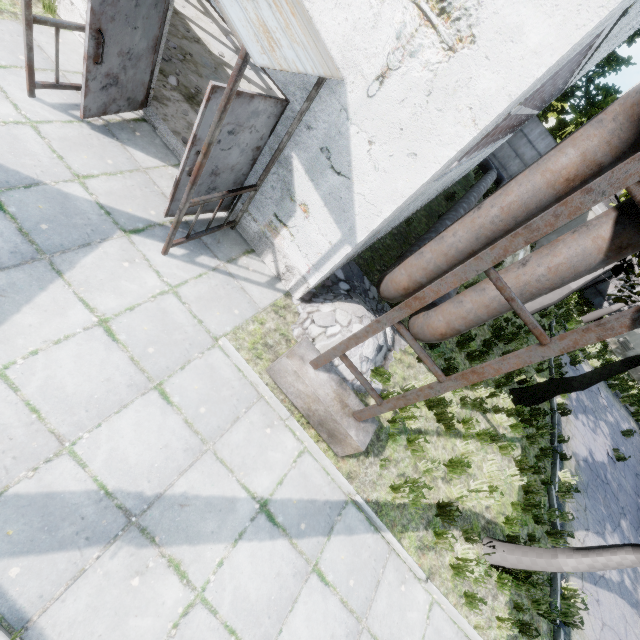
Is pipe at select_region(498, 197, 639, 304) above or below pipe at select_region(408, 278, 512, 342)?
above

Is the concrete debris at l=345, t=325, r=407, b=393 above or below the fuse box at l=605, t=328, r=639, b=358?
below

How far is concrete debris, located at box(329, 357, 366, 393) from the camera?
5.68m

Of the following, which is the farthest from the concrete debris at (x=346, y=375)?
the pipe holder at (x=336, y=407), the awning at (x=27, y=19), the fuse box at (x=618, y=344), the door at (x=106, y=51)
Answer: the fuse box at (x=618, y=344)

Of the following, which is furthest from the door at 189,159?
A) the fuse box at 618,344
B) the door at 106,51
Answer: the fuse box at 618,344

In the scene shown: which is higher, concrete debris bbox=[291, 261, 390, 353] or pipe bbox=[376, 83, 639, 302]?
pipe bbox=[376, 83, 639, 302]

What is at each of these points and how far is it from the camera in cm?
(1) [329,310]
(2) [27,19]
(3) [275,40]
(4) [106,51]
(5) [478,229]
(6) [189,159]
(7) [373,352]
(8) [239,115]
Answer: (1) concrete debris, 590
(2) awning, 392
(3) awning, 296
(4) door, 436
(5) pipe, 420
(6) door, 418
(7) concrete debris, 591
(8) door, 402

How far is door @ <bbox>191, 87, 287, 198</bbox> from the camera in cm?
395
